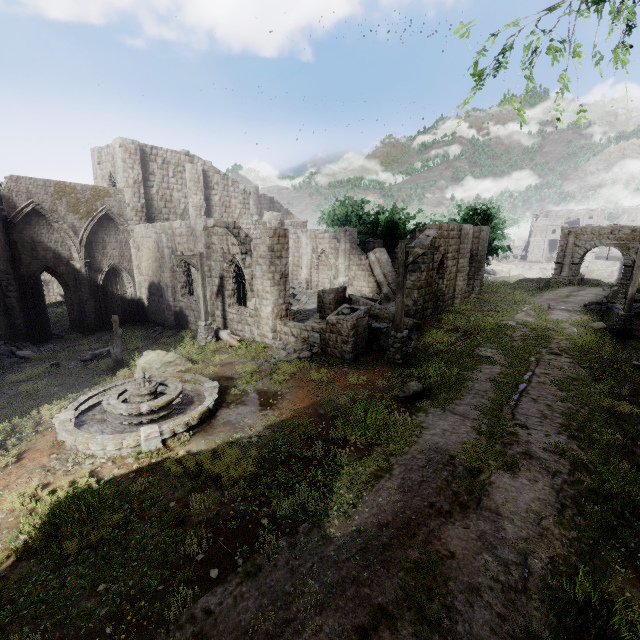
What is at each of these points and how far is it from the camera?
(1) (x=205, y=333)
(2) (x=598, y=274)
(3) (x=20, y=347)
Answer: (1) wooden lamp post, 16.8 meters
(2) bridge, 41.6 meters
(3) rubble, 17.6 meters

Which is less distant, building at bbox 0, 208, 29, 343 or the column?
building at bbox 0, 208, 29, 343

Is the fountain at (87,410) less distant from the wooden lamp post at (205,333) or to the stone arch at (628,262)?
the wooden lamp post at (205,333)

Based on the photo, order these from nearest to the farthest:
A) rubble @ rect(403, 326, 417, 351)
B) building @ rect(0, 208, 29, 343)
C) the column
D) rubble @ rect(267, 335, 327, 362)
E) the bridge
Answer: rubble @ rect(267, 335, 327, 362) → rubble @ rect(403, 326, 417, 351) → building @ rect(0, 208, 29, 343) → the column → the bridge

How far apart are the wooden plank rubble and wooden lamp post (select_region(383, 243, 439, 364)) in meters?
11.6

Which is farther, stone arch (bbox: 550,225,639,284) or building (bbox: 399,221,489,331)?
stone arch (bbox: 550,225,639,284)

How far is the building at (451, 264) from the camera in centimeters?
1831cm

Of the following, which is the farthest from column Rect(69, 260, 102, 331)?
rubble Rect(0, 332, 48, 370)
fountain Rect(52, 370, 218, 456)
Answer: fountain Rect(52, 370, 218, 456)
